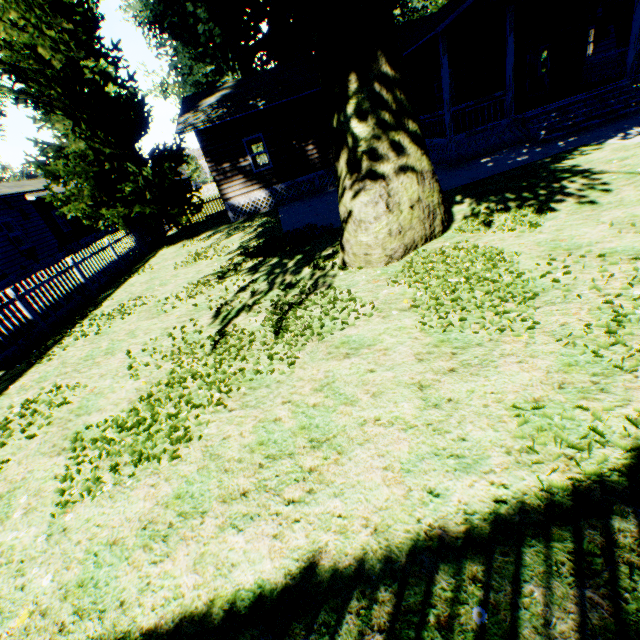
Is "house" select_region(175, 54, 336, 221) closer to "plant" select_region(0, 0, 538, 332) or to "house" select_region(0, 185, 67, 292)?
"plant" select_region(0, 0, 538, 332)

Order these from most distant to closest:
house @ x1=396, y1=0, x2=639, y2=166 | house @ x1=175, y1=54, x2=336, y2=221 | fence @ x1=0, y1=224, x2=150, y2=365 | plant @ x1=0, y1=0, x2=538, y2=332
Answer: house @ x1=175, y1=54, x2=336, y2=221, house @ x1=396, y1=0, x2=639, y2=166, fence @ x1=0, y1=224, x2=150, y2=365, plant @ x1=0, y1=0, x2=538, y2=332

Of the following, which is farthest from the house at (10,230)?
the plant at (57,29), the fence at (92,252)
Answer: the plant at (57,29)

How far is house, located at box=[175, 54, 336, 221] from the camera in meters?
15.0

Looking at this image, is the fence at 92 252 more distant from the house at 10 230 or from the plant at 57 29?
the house at 10 230

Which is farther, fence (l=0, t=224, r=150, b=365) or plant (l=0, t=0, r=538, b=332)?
fence (l=0, t=224, r=150, b=365)

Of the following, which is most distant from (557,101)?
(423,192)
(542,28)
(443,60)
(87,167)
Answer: (87,167)

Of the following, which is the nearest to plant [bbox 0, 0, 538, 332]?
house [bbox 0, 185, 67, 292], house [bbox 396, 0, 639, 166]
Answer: house [bbox 396, 0, 639, 166]
